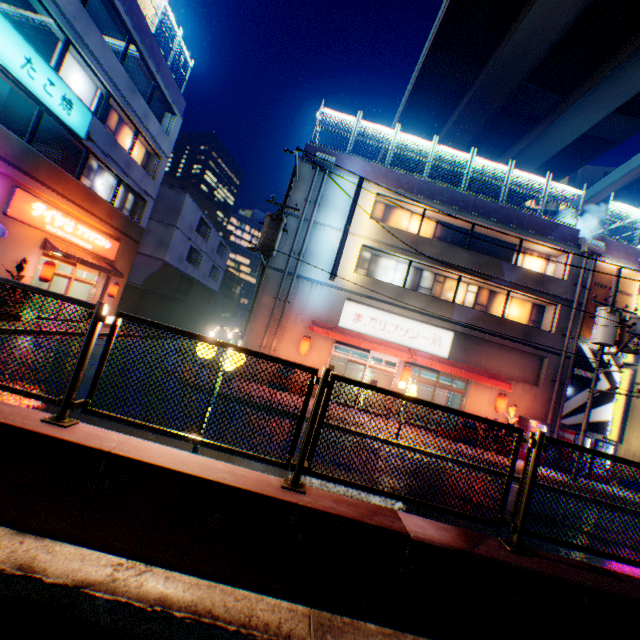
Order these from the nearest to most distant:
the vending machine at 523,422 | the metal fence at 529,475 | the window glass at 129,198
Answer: the metal fence at 529,475 < the vending machine at 523,422 < the window glass at 129,198

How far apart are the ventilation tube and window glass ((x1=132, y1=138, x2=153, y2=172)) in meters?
25.7

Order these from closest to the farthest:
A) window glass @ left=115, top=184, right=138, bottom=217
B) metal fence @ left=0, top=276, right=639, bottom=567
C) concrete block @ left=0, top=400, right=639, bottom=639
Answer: concrete block @ left=0, top=400, right=639, bottom=639
metal fence @ left=0, top=276, right=639, bottom=567
window glass @ left=115, top=184, right=138, bottom=217

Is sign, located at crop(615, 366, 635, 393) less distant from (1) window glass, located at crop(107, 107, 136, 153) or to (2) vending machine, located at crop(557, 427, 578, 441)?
(2) vending machine, located at crop(557, 427, 578, 441)

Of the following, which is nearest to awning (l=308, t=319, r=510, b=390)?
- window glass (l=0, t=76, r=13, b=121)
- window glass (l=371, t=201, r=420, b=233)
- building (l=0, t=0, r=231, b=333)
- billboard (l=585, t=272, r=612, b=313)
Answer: building (l=0, t=0, r=231, b=333)

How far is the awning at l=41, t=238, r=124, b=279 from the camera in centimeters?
1429cm

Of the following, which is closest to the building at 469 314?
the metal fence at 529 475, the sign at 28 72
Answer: the sign at 28 72

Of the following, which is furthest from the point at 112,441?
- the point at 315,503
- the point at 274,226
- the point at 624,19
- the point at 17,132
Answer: the point at 624,19
